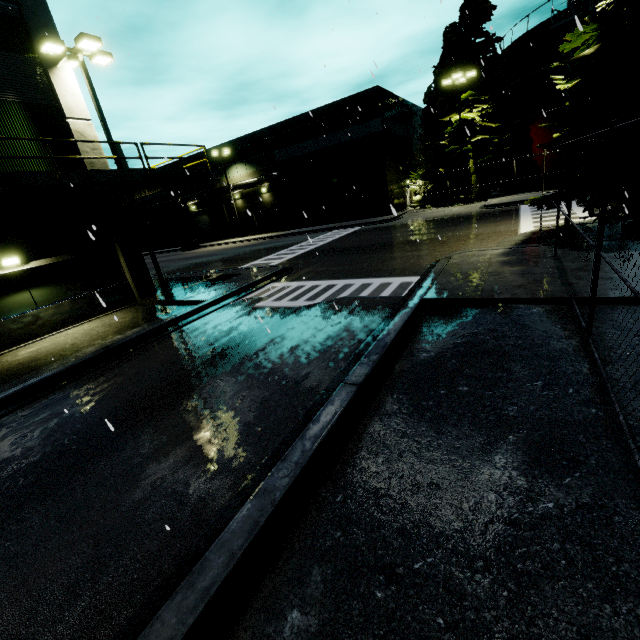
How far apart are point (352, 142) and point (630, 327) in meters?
31.0 m

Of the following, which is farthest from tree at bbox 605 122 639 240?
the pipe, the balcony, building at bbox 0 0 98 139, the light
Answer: the light

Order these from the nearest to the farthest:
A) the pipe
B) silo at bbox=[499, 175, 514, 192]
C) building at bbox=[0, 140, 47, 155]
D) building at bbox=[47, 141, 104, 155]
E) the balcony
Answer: the balcony → building at bbox=[0, 140, 47, 155] → building at bbox=[47, 141, 104, 155] → silo at bbox=[499, 175, 514, 192] → the pipe

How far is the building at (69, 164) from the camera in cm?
1242

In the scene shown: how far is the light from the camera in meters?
11.6

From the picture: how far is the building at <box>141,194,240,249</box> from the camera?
42.00m

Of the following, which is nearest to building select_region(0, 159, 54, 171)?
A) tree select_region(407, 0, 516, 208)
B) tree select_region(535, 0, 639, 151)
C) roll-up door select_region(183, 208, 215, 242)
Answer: roll-up door select_region(183, 208, 215, 242)

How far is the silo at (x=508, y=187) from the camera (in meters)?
31.06
